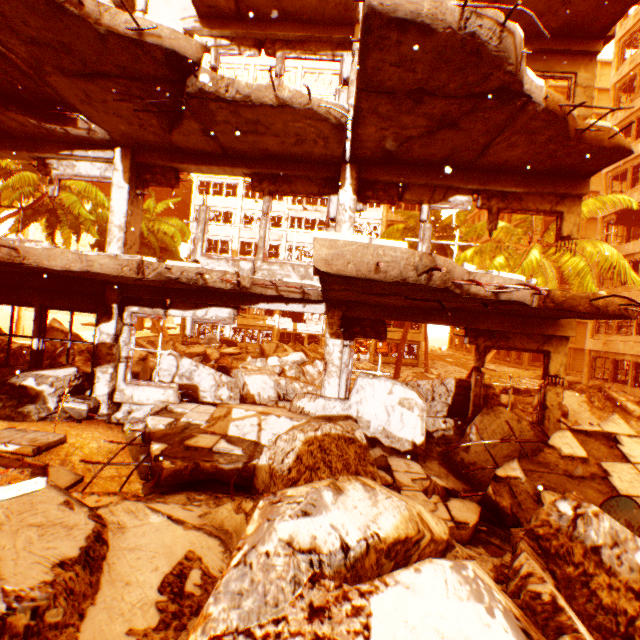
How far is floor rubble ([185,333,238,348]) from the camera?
26.7 meters

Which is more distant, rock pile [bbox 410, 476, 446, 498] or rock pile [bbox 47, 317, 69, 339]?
rock pile [bbox 47, 317, 69, 339]

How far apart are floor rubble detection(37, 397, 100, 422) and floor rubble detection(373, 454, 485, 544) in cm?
552

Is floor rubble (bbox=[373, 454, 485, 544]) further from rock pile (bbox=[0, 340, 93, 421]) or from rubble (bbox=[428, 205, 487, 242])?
rubble (bbox=[428, 205, 487, 242])

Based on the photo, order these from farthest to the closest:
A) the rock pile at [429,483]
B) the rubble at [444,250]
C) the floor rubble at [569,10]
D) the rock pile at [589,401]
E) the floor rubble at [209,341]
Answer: the floor rubble at [209,341] < the rubble at [444,250] < the rock pile at [589,401] < the rock pile at [429,483] < the floor rubble at [569,10]

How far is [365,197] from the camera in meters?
7.1

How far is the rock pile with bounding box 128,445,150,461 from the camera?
5.93m

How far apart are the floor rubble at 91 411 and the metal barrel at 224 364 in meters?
→ 6.6 m
